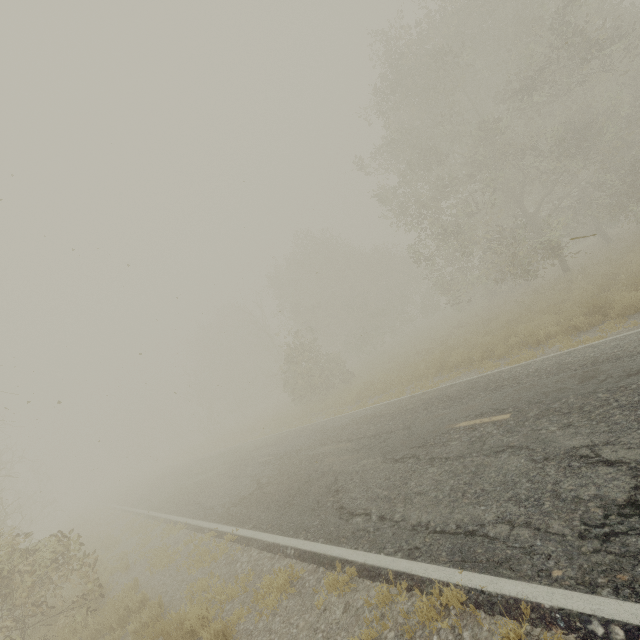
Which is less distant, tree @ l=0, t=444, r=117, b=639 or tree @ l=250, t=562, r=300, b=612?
tree @ l=250, t=562, r=300, b=612

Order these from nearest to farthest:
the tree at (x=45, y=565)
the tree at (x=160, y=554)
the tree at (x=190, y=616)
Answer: the tree at (x=190, y=616) < the tree at (x=45, y=565) < the tree at (x=160, y=554)

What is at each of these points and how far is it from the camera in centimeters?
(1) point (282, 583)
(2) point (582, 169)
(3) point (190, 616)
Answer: (1) tree, 528cm
(2) tree, 2556cm
(3) tree, 514cm

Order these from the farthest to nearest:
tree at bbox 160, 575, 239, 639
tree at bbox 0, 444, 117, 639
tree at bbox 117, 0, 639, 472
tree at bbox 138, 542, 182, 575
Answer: tree at bbox 117, 0, 639, 472 < tree at bbox 138, 542, 182, 575 < tree at bbox 0, 444, 117, 639 < tree at bbox 160, 575, 239, 639

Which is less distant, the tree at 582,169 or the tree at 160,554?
the tree at 160,554
